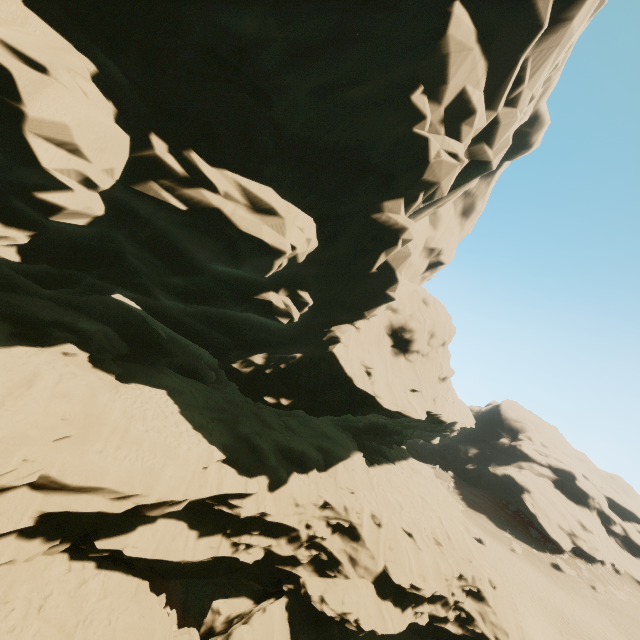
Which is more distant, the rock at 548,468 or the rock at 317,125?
the rock at 548,468

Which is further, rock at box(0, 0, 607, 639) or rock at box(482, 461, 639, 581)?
rock at box(482, 461, 639, 581)

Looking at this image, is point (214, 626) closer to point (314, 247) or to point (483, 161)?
point (314, 247)
